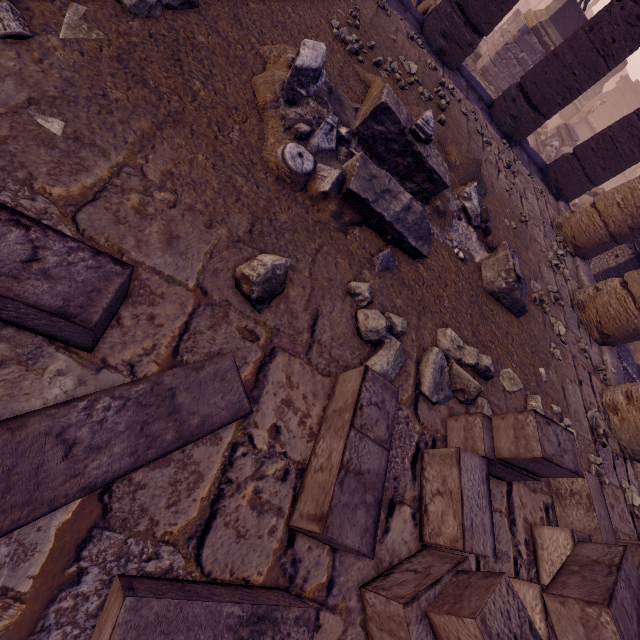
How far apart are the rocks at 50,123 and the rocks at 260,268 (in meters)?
1.12

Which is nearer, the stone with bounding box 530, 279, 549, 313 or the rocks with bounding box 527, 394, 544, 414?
the rocks with bounding box 527, 394, 544, 414

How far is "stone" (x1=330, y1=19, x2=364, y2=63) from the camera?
3.9m

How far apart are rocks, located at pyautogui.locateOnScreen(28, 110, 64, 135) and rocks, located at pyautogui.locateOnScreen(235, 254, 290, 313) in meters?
1.1 m

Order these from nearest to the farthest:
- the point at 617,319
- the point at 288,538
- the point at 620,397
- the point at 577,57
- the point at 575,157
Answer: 1. the point at 288,538
2. the point at 620,397
3. the point at 617,319
4. the point at 577,57
5. the point at 575,157

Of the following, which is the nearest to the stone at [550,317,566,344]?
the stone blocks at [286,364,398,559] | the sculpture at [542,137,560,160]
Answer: the stone blocks at [286,364,398,559]

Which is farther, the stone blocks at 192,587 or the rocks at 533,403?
the rocks at 533,403

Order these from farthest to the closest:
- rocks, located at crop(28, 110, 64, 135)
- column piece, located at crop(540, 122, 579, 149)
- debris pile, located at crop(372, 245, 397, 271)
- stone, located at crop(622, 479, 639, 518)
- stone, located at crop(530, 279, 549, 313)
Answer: column piece, located at crop(540, 122, 579, 149)
stone, located at crop(530, 279, 549, 313)
stone, located at crop(622, 479, 639, 518)
debris pile, located at crop(372, 245, 397, 271)
rocks, located at crop(28, 110, 64, 135)
